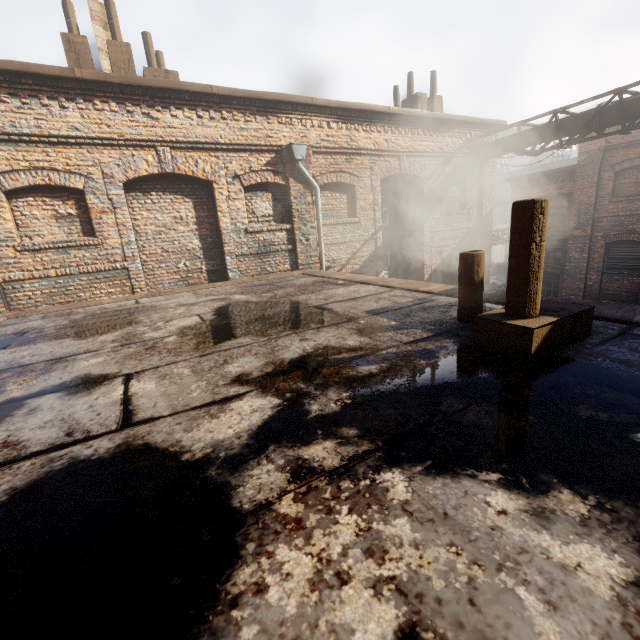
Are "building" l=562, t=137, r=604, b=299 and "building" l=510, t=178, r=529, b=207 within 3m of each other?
Result: yes

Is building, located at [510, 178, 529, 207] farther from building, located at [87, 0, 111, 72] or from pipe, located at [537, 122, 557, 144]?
building, located at [87, 0, 111, 72]

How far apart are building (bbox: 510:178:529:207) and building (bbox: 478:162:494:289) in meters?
4.9 m

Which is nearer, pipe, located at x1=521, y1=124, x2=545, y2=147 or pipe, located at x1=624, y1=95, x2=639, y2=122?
pipe, located at x1=624, y1=95, x2=639, y2=122

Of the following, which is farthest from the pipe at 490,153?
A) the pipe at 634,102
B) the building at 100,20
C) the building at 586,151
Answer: the building at 100,20

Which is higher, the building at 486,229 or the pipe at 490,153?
the pipe at 490,153

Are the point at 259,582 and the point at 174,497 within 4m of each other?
yes

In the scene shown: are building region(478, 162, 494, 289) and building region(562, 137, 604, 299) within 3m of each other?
no
